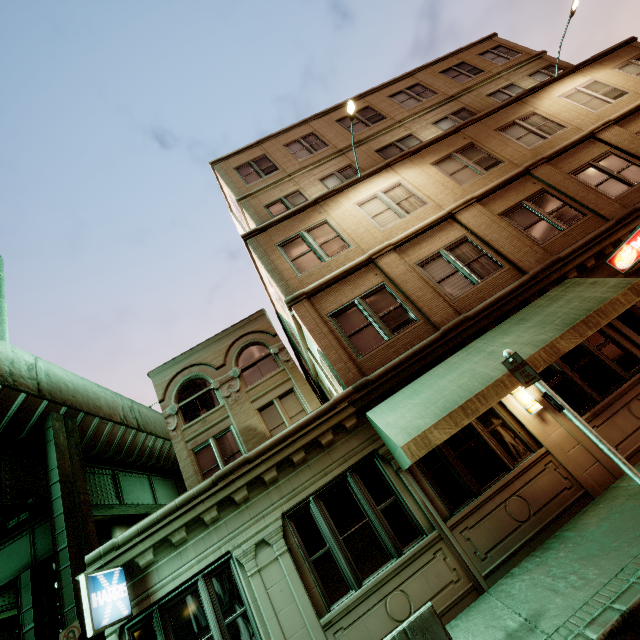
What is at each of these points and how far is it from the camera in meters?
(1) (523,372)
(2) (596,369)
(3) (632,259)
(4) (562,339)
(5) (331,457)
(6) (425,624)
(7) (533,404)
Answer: (1) sign, 5.7
(2) building, 8.1
(3) sign, 8.8
(4) awning, 7.0
(5) building, 7.7
(6) barrier, 4.2
(7) wall light, 7.6

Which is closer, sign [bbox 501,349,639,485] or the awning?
sign [bbox 501,349,639,485]

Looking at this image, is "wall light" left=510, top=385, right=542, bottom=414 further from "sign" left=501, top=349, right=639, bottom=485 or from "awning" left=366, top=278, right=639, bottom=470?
"sign" left=501, top=349, right=639, bottom=485

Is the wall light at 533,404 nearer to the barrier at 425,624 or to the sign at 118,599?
the barrier at 425,624

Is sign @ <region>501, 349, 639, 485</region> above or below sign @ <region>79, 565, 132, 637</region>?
below

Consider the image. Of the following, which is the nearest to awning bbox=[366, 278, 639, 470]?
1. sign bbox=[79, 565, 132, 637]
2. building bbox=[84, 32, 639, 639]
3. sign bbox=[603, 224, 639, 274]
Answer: building bbox=[84, 32, 639, 639]

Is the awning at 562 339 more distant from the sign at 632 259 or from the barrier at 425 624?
the barrier at 425 624

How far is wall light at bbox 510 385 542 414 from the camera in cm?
765
